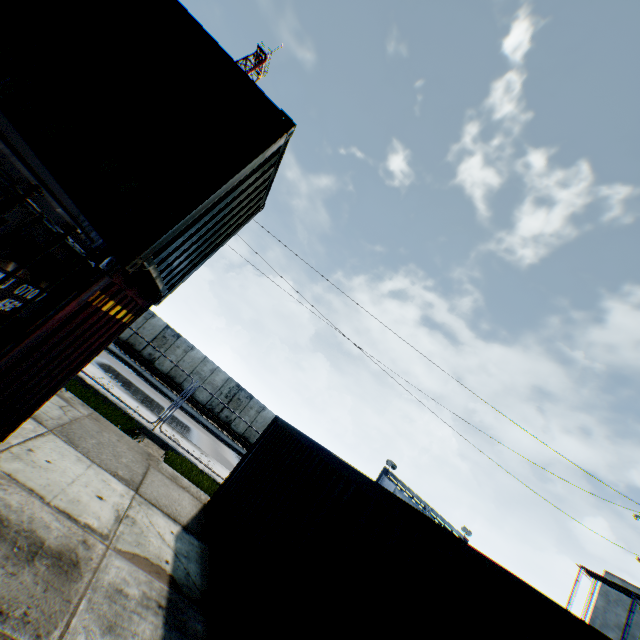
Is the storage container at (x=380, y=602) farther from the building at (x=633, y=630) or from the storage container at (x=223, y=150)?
the building at (x=633, y=630)

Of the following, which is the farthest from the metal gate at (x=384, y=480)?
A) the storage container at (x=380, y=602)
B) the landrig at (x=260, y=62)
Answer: the landrig at (x=260, y=62)

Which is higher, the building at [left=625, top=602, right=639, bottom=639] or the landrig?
the landrig

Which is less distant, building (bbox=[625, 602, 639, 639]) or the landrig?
building (bbox=[625, 602, 639, 639])

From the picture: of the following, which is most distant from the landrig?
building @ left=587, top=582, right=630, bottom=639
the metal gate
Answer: building @ left=587, top=582, right=630, bottom=639

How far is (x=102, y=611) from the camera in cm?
365

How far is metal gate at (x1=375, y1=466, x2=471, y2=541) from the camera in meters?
28.5 m

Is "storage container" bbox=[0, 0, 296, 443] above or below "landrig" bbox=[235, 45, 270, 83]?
below
